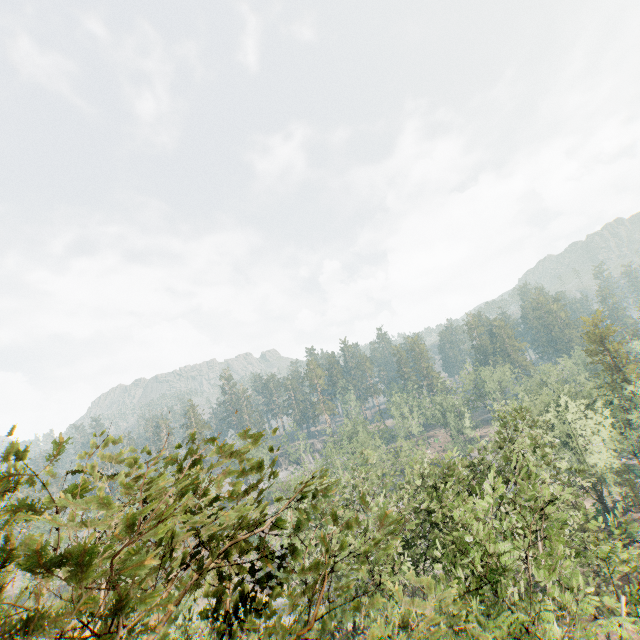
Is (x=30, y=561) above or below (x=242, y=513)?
above
